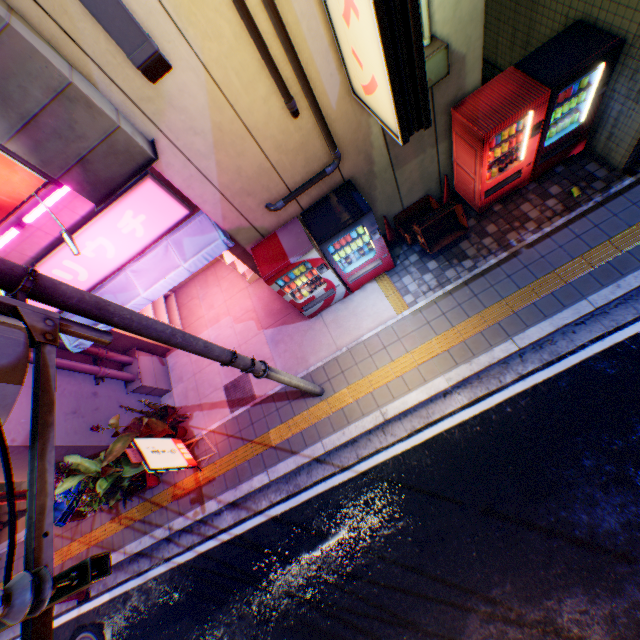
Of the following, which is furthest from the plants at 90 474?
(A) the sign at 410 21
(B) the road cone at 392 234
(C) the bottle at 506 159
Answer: (C) the bottle at 506 159

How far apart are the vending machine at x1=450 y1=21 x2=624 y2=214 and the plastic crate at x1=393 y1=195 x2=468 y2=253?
0.4 meters

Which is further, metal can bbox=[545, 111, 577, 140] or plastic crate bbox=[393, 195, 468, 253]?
plastic crate bbox=[393, 195, 468, 253]

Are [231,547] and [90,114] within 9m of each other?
yes

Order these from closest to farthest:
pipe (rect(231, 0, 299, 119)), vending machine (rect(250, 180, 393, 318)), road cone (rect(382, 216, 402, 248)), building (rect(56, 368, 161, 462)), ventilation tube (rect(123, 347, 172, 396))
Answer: pipe (rect(231, 0, 299, 119)), vending machine (rect(250, 180, 393, 318)), building (rect(56, 368, 161, 462)), road cone (rect(382, 216, 402, 248)), ventilation tube (rect(123, 347, 172, 396))

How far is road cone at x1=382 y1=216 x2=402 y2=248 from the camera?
7.0 meters

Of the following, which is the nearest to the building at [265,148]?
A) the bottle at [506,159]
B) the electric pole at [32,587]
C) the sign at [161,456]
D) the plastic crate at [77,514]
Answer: the bottle at [506,159]

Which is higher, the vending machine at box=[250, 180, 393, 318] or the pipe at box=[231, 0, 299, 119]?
the pipe at box=[231, 0, 299, 119]
